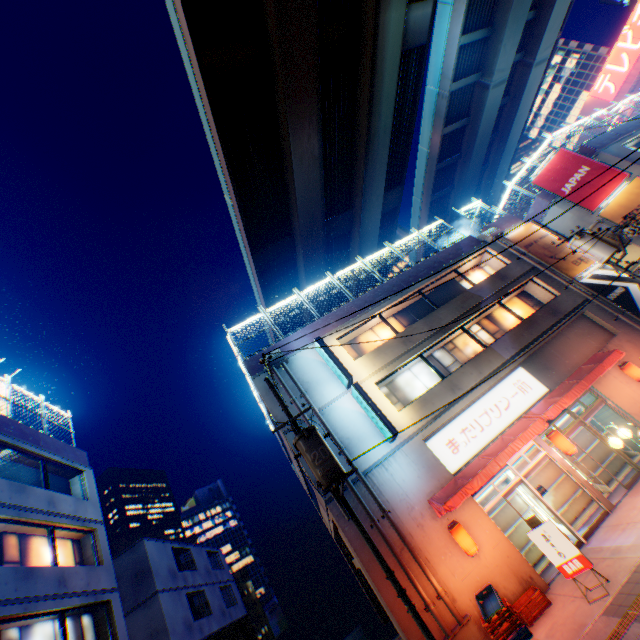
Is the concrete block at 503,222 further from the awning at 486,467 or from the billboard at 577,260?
the awning at 486,467

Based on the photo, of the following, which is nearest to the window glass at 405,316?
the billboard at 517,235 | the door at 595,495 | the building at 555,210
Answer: the door at 595,495

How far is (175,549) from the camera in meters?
23.2 m

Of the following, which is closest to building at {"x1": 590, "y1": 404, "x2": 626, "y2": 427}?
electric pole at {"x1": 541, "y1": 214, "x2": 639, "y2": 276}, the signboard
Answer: electric pole at {"x1": 541, "y1": 214, "x2": 639, "y2": 276}

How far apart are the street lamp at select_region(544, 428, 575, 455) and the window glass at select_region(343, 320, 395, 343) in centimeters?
696cm

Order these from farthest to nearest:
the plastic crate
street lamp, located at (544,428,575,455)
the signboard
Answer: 1. the signboard
2. street lamp, located at (544,428,575,455)
3. the plastic crate

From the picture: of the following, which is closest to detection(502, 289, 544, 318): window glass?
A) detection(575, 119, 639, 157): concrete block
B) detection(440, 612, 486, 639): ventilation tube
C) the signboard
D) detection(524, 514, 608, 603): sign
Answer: detection(524, 514, 608, 603): sign

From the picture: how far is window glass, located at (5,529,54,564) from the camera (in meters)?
11.03
